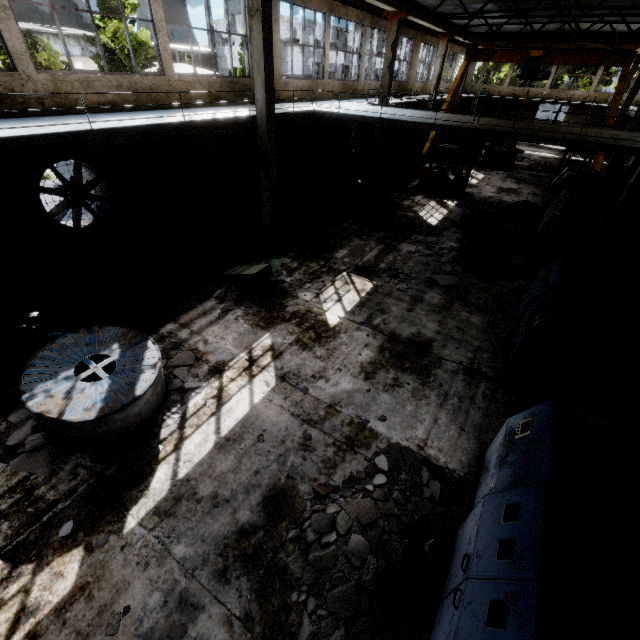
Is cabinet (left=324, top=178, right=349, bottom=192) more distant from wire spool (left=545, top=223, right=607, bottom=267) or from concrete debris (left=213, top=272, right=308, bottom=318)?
wire spool (left=545, top=223, right=607, bottom=267)

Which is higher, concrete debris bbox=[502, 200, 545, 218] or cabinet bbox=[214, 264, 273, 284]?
cabinet bbox=[214, 264, 273, 284]

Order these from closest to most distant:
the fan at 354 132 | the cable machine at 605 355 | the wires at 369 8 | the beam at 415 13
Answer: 1. the cable machine at 605 355
2. the beam at 415 13
3. the wires at 369 8
4. the fan at 354 132

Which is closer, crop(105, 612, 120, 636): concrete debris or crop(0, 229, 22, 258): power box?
crop(105, 612, 120, 636): concrete debris

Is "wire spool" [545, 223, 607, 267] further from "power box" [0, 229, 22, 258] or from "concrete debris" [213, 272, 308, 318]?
"power box" [0, 229, 22, 258]

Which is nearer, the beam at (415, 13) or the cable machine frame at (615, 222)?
the cable machine frame at (615, 222)

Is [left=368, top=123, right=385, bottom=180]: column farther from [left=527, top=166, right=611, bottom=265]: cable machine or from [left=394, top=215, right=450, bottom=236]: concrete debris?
[left=527, top=166, right=611, bottom=265]: cable machine

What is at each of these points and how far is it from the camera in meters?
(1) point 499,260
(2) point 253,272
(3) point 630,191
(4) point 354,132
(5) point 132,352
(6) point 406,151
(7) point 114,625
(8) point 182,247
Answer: (1) cabinet, 11.3
(2) cabinet, 8.8
(3) column, 14.1
(4) fan, 21.7
(5) wire spool, 6.0
(6) wire spool, 26.8
(7) concrete debris, 3.8
(8) wire spool, 9.8
